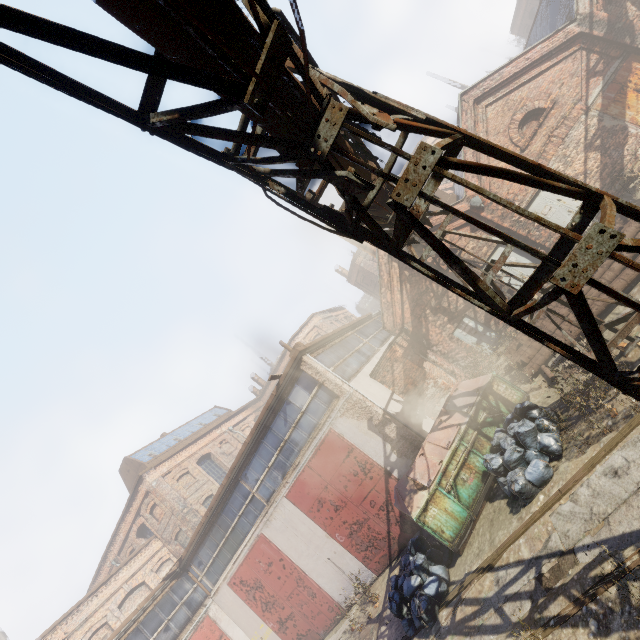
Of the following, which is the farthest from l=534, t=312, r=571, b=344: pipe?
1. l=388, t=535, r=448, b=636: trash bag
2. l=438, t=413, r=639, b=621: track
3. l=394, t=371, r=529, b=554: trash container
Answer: l=388, t=535, r=448, b=636: trash bag

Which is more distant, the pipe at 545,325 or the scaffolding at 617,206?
the pipe at 545,325

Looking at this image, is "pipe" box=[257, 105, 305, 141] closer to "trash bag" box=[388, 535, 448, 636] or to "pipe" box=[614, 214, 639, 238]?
"pipe" box=[614, 214, 639, 238]

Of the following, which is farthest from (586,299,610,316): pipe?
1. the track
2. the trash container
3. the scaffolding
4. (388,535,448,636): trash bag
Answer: (388,535,448,636): trash bag

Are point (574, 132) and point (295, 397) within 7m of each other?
no

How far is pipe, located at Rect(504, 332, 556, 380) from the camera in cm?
954

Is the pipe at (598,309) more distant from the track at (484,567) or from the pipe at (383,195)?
the track at (484,567)

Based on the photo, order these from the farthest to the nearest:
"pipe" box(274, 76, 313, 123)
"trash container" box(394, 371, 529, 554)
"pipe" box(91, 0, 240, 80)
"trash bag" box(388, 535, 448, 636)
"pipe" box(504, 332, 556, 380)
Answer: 1. "pipe" box(504, 332, 556, 380)
2. "trash container" box(394, 371, 529, 554)
3. "trash bag" box(388, 535, 448, 636)
4. "pipe" box(274, 76, 313, 123)
5. "pipe" box(91, 0, 240, 80)
